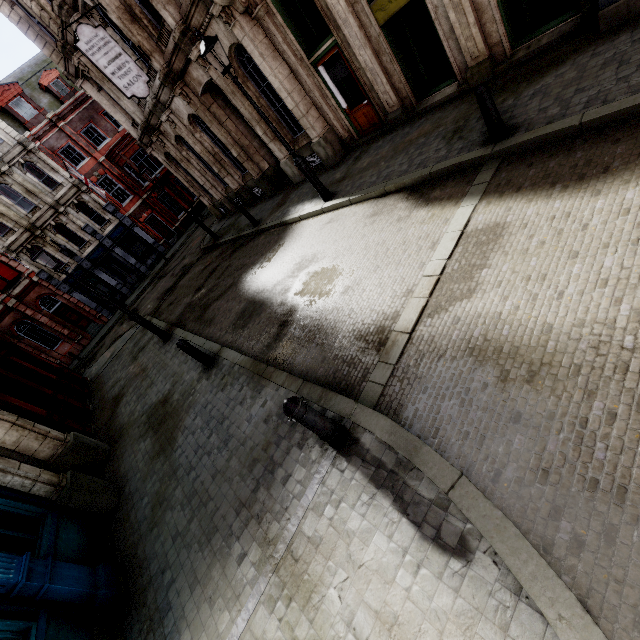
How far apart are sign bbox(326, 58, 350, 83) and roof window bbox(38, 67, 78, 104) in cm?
2858

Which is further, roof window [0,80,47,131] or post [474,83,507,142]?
roof window [0,80,47,131]

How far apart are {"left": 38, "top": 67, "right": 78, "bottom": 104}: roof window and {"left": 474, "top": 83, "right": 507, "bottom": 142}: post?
34.4m

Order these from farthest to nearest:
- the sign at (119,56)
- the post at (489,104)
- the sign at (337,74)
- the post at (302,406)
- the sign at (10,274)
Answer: → the sign at (10,274) → the sign at (119,56) → the sign at (337,74) → the post at (489,104) → the post at (302,406)

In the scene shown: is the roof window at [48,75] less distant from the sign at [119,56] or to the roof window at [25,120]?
the roof window at [25,120]

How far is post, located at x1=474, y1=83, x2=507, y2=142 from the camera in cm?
527

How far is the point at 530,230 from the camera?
4.2 meters

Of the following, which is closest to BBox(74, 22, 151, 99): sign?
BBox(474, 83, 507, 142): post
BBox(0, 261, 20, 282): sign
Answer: BBox(474, 83, 507, 142): post
